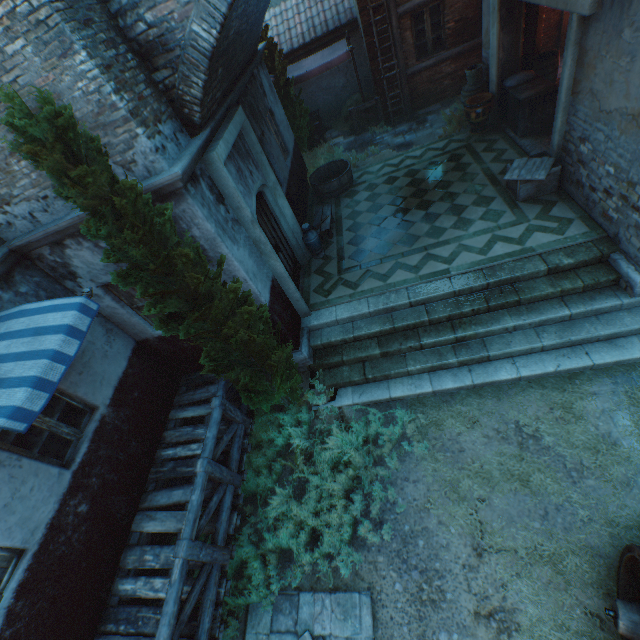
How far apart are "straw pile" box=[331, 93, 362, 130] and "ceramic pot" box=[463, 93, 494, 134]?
4.6m

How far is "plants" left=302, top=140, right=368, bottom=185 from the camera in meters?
11.1

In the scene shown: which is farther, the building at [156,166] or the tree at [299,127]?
the tree at [299,127]

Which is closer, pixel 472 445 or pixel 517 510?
pixel 517 510

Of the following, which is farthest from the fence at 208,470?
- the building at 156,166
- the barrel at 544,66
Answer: the barrel at 544,66

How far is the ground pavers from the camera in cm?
1070

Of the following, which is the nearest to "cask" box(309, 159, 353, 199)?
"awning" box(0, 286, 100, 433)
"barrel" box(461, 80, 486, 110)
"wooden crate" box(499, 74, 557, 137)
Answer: "barrel" box(461, 80, 486, 110)

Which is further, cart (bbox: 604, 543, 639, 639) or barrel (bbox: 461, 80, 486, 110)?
barrel (bbox: 461, 80, 486, 110)
